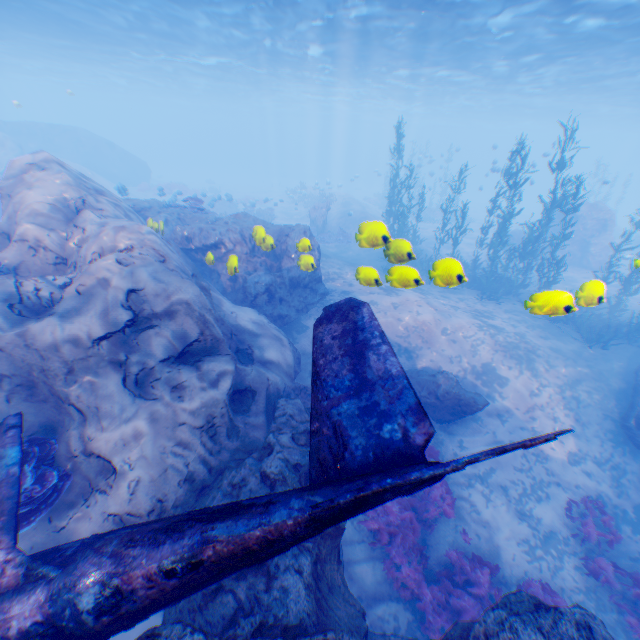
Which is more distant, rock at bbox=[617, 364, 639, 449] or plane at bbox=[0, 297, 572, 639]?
rock at bbox=[617, 364, 639, 449]

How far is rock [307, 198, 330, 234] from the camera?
24.95m

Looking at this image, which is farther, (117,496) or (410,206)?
(410,206)

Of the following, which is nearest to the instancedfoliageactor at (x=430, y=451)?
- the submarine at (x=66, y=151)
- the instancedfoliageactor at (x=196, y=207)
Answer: the instancedfoliageactor at (x=196, y=207)

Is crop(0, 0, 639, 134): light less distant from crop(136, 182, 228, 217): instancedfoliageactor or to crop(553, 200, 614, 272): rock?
crop(553, 200, 614, 272): rock

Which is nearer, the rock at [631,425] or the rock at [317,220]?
the rock at [631,425]

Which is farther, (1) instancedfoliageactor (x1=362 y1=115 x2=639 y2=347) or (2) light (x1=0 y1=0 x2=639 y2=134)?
(2) light (x1=0 y1=0 x2=639 y2=134)

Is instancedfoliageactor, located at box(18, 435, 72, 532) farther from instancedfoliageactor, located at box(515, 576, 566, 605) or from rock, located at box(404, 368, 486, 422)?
instancedfoliageactor, located at box(515, 576, 566, 605)
